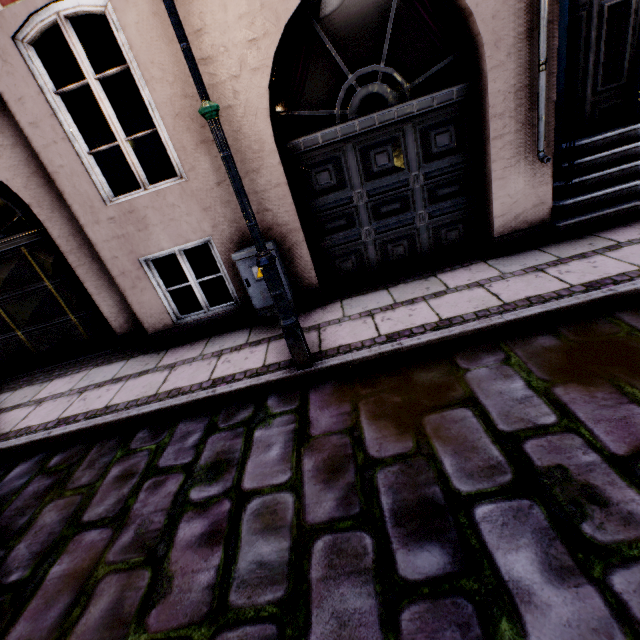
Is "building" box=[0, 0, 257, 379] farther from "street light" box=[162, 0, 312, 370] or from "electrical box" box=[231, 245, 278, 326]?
"street light" box=[162, 0, 312, 370]

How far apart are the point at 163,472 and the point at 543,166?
5.4m

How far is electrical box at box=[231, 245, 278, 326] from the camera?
4.0m

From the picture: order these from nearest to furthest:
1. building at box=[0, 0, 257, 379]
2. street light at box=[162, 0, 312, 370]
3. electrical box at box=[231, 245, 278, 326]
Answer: street light at box=[162, 0, 312, 370] < building at box=[0, 0, 257, 379] < electrical box at box=[231, 245, 278, 326]

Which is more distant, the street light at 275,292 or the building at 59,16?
the building at 59,16

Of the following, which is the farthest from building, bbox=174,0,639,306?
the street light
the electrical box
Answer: the street light
